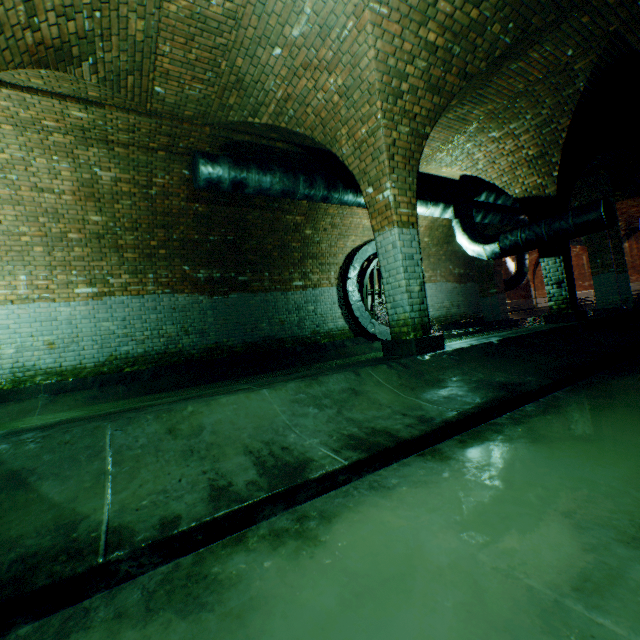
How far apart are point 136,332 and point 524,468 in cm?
744

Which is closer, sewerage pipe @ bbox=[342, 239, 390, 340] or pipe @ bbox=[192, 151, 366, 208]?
pipe @ bbox=[192, 151, 366, 208]

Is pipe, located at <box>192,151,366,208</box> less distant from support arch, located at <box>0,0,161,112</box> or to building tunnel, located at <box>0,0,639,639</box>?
building tunnel, located at <box>0,0,639,639</box>

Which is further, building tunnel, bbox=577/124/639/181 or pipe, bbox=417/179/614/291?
building tunnel, bbox=577/124/639/181

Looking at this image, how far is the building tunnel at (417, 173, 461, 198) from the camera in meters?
8.7 m

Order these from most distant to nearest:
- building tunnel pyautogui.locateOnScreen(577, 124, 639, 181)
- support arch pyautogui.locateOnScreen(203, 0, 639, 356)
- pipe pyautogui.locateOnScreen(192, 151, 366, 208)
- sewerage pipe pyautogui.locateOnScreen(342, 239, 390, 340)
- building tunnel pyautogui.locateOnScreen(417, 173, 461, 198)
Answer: sewerage pipe pyautogui.locateOnScreen(342, 239, 390, 340), building tunnel pyautogui.locateOnScreen(417, 173, 461, 198), building tunnel pyautogui.locateOnScreen(577, 124, 639, 181), pipe pyautogui.locateOnScreen(192, 151, 366, 208), support arch pyautogui.locateOnScreen(203, 0, 639, 356)

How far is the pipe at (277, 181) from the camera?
5.7m

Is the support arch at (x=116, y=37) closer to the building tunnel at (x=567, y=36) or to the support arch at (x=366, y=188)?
the building tunnel at (x=567, y=36)
